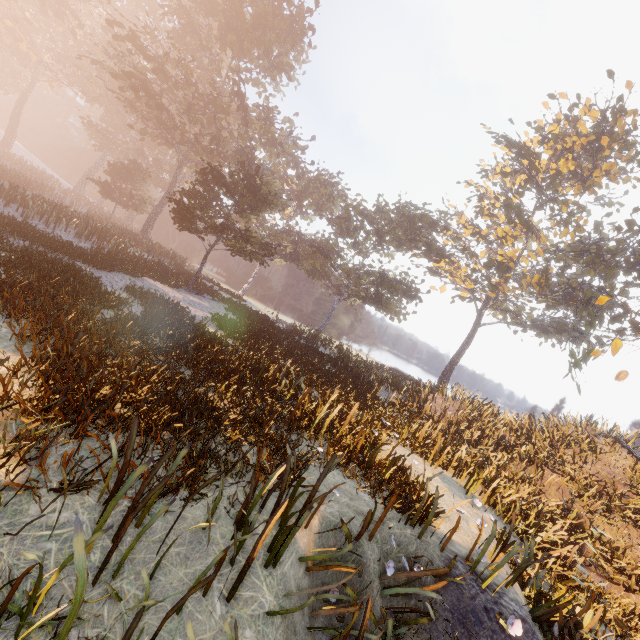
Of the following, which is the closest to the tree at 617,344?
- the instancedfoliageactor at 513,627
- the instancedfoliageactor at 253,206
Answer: the instancedfoliageactor at 513,627

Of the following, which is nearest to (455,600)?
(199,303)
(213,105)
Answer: (199,303)

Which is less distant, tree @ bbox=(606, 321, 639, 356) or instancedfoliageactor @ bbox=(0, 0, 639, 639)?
instancedfoliageactor @ bbox=(0, 0, 639, 639)

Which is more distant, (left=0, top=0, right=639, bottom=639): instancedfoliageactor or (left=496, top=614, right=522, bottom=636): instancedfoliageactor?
(left=496, top=614, right=522, bottom=636): instancedfoliageactor

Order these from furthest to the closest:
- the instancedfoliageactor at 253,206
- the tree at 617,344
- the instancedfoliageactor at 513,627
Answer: the tree at 617,344 < the instancedfoliageactor at 513,627 < the instancedfoliageactor at 253,206

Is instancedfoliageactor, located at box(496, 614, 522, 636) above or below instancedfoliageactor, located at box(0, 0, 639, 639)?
below

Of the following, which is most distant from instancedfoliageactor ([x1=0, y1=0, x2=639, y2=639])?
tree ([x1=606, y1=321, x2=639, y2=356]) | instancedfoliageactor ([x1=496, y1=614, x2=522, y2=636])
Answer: tree ([x1=606, y1=321, x2=639, y2=356])

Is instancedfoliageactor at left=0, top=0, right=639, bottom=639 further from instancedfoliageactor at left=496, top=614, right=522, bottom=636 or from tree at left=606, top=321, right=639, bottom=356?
tree at left=606, top=321, right=639, bottom=356
